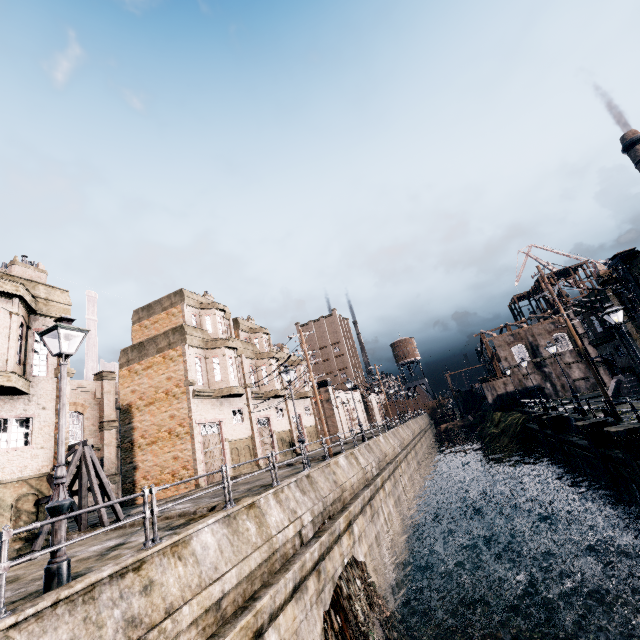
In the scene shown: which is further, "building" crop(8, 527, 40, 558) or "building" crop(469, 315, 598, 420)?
"building" crop(469, 315, 598, 420)

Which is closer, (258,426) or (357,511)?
(357,511)

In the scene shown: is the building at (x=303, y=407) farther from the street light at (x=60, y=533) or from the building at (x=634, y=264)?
the building at (x=634, y=264)

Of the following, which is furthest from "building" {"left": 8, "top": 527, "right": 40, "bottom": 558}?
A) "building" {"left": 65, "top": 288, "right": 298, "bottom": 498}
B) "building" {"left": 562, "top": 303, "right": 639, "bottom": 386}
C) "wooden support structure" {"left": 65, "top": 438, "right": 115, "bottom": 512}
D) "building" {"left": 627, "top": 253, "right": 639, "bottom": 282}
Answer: "building" {"left": 627, "top": 253, "right": 639, "bottom": 282}

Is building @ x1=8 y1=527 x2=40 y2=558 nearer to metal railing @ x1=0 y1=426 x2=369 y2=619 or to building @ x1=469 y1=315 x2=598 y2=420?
metal railing @ x1=0 y1=426 x2=369 y2=619

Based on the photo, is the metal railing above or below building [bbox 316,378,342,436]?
below

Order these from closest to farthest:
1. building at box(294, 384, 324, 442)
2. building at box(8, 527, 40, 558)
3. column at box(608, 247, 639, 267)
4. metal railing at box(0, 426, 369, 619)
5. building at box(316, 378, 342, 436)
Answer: metal railing at box(0, 426, 369, 619), building at box(8, 527, 40, 558), column at box(608, 247, 639, 267), building at box(294, 384, 324, 442), building at box(316, 378, 342, 436)

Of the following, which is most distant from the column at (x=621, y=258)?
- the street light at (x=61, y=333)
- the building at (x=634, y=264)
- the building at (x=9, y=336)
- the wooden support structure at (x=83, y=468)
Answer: the building at (x=9, y=336)
